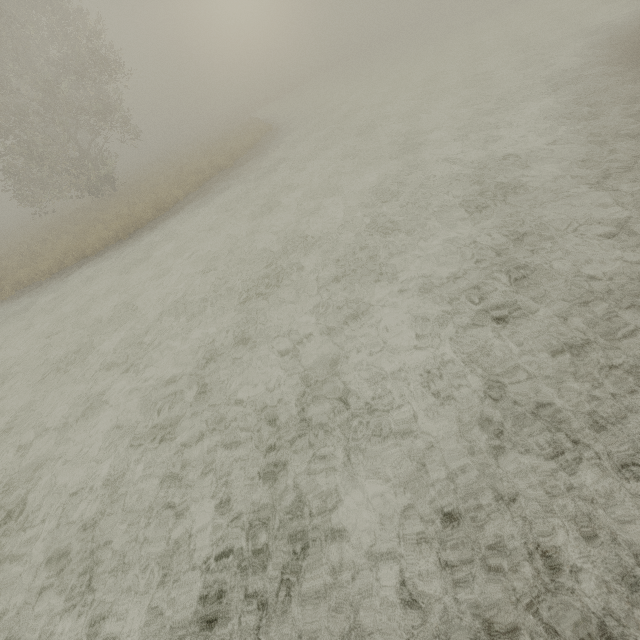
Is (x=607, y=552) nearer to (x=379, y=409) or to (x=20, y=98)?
(x=379, y=409)
